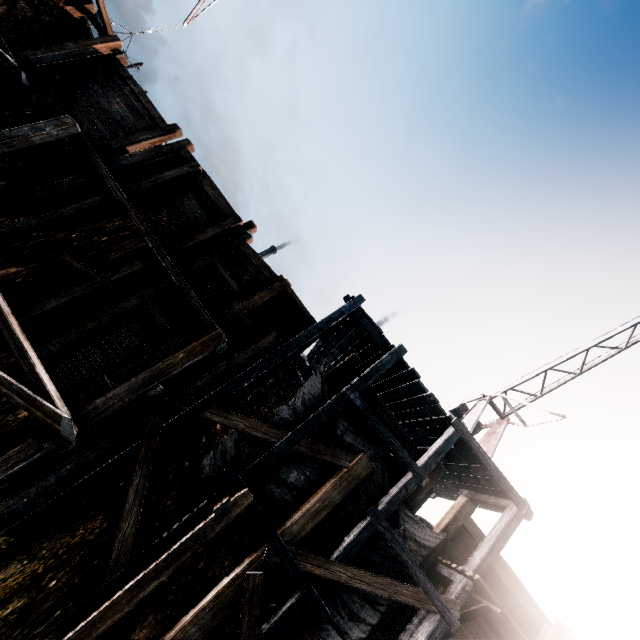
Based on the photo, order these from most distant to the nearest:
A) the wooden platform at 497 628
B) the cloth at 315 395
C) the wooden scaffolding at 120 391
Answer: the cloth at 315 395 → the wooden platform at 497 628 → the wooden scaffolding at 120 391

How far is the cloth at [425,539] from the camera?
9.34m

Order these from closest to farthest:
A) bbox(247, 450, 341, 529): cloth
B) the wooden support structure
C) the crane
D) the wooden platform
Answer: the wooden support structure, the wooden platform, bbox(247, 450, 341, 529): cloth, the crane

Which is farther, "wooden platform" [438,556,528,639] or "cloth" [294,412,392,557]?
"cloth" [294,412,392,557]

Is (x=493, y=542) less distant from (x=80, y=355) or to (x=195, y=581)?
(x=195, y=581)

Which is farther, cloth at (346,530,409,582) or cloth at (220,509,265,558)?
cloth at (346,530,409,582)

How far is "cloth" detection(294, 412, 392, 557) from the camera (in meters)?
8.71
